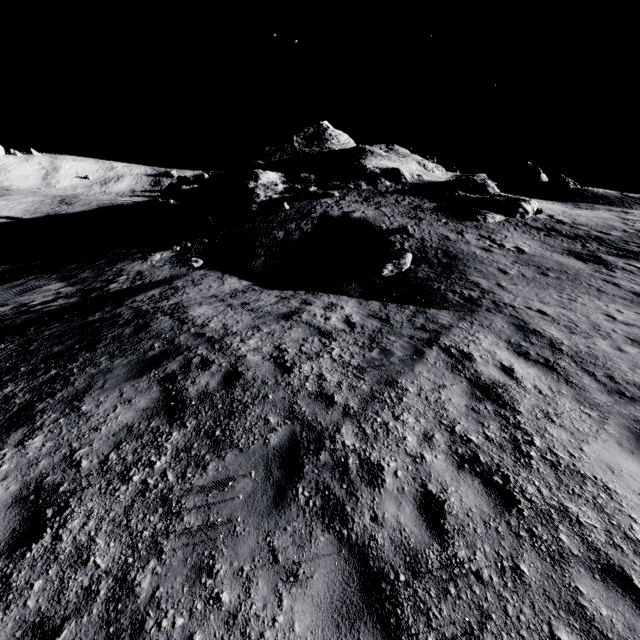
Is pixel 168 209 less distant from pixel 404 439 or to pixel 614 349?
pixel 404 439

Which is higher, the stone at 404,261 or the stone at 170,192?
the stone at 170,192

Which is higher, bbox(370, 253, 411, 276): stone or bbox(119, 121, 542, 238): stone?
bbox(119, 121, 542, 238): stone

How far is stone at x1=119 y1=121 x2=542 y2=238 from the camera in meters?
25.1 m

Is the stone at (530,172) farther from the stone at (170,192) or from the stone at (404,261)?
the stone at (404,261)

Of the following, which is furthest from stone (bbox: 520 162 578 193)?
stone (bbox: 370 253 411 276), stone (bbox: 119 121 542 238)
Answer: stone (bbox: 370 253 411 276)

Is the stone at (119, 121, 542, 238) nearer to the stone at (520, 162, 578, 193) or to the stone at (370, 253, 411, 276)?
the stone at (370, 253, 411, 276)
